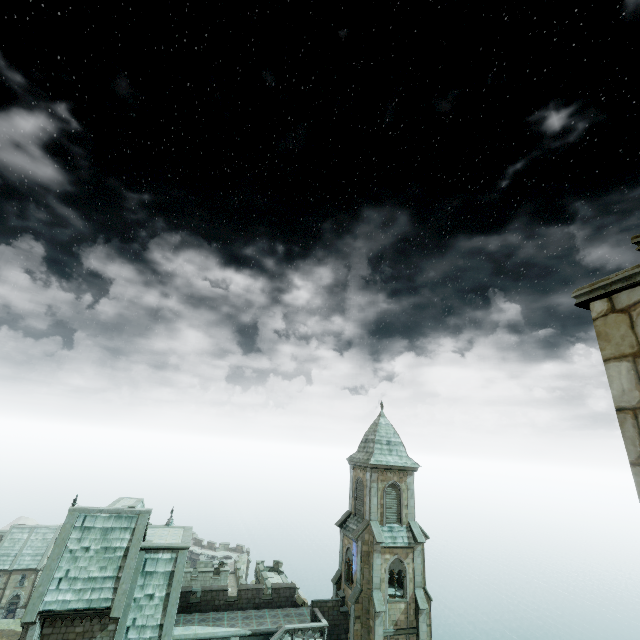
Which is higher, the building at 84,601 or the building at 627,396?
the building at 627,396

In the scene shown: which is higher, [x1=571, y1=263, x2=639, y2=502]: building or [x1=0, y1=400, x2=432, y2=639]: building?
[x1=571, y1=263, x2=639, y2=502]: building

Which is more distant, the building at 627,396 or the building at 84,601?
the building at 84,601

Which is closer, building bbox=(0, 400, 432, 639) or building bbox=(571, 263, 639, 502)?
building bbox=(571, 263, 639, 502)

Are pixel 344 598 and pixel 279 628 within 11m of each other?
yes
